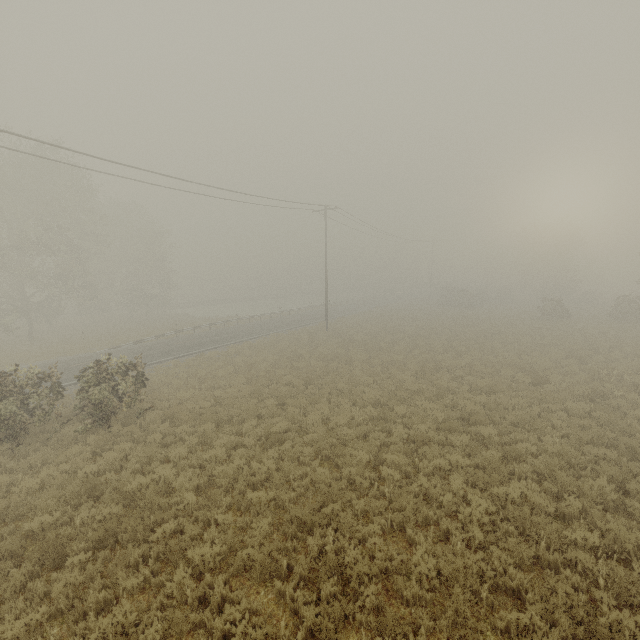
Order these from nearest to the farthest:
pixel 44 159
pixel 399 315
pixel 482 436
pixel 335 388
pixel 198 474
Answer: pixel 198 474, pixel 482 436, pixel 335 388, pixel 44 159, pixel 399 315

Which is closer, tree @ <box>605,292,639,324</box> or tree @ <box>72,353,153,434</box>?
tree @ <box>72,353,153,434</box>

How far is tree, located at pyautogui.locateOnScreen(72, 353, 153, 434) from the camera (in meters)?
11.93

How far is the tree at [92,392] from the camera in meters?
11.9 m

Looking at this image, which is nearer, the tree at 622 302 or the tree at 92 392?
the tree at 92 392
